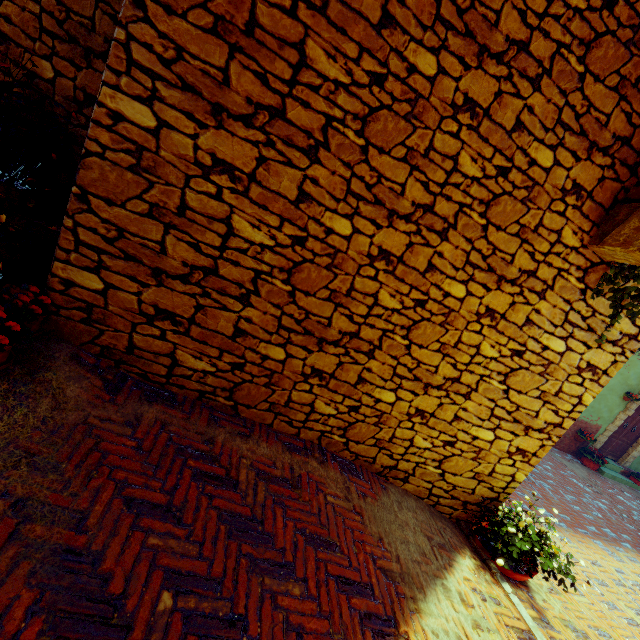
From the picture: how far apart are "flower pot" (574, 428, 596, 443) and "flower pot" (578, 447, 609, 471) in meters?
0.3 m

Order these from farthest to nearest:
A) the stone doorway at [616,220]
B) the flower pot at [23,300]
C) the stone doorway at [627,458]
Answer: the stone doorway at [627,458]
the stone doorway at [616,220]
the flower pot at [23,300]

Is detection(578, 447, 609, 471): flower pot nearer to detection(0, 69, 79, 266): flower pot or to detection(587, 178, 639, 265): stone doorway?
detection(587, 178, 639, 265): stone doorway

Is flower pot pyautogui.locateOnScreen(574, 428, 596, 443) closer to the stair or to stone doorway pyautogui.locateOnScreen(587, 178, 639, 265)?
the stair

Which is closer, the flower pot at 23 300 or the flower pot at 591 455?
the flower pot at 23 300

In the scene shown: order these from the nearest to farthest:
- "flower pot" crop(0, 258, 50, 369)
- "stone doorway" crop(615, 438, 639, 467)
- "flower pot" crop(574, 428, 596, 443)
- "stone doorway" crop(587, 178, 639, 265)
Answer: "flower pot" crop(0, 258, 50, 369), "stone doorway" crop(587, 178, 639, 265), "flower pot" crop(574, 428, 596, 443), "stone doorway" crop(615, 438, 639, 467)

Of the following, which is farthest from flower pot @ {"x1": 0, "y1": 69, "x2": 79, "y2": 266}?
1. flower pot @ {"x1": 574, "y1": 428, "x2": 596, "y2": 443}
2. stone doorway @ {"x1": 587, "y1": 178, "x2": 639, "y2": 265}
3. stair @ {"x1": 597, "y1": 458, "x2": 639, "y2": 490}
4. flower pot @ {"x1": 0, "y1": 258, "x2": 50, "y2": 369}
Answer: stair @ {"x1": 597, "y1": 458, "x2": 639, "y2": 490}

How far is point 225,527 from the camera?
2.1 meters
